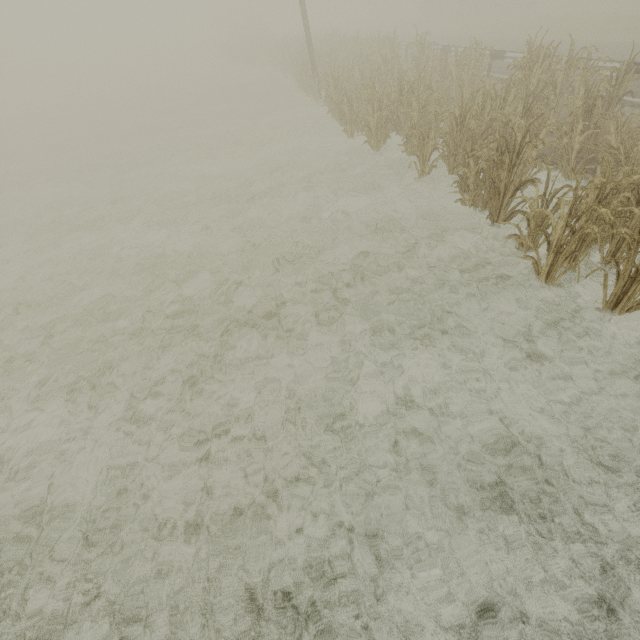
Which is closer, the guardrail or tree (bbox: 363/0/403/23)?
the guardrail

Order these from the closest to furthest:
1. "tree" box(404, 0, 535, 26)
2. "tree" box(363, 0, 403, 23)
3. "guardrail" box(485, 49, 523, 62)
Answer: "guardrail" box(485, 49, 523, 62) < "tree" box(404, 0, 535, 26) < "tree" box(363, 0, 403, 23)

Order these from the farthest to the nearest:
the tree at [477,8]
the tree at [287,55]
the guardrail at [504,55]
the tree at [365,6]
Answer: the tree at [365,6] → the tree at [477,8] → the guardrail at [504,55] → the tree at [287,55]

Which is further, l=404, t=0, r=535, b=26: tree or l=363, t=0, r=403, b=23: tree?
l=363, t=0, r=403, b=23: tree

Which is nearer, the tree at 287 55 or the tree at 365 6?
the tree at 287 55

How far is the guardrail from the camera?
11.90m

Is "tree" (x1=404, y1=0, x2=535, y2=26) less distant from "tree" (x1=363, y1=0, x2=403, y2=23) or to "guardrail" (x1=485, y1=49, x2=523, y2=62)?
"guardrail" (x1=485, y1=49, x2=523, y2=62)

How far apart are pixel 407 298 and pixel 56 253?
9.5m
